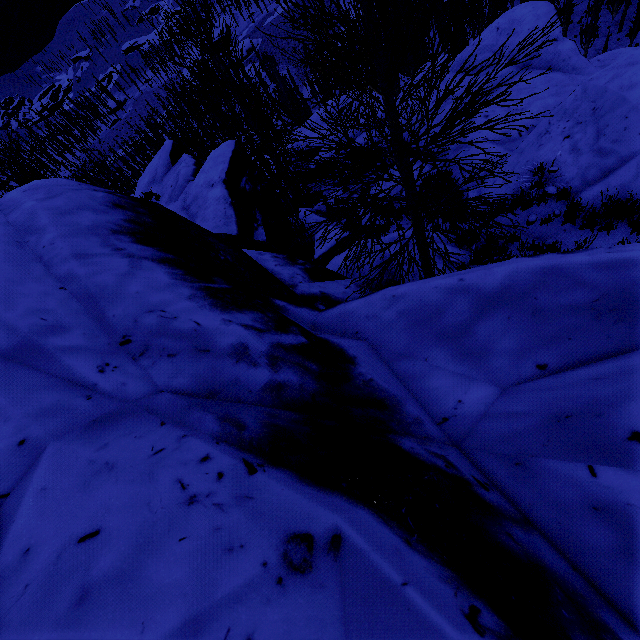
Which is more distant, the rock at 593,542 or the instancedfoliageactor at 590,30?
the instancedfoliageactor at 590,30

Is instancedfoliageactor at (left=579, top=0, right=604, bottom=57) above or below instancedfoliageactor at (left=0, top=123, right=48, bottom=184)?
below

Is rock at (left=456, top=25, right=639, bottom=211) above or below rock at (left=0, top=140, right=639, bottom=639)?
below

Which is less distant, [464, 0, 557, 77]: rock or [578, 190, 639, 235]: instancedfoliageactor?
[578, 190, 639, 235]: instancedfoliageactor

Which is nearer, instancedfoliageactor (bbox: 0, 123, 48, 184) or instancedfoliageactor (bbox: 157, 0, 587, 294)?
instancedfoliageactor (bbox: 157, 0, 587, 294)

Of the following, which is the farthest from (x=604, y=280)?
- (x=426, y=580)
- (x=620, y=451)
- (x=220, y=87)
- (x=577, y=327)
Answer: (x=220, y=87)

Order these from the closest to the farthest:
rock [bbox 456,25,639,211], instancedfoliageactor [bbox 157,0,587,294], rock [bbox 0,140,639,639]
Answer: rock [bbox 0,140,639,639] → instancedfoliageactor [bbox 157,0,587,294] → rock [bbox 456,25,639,211]

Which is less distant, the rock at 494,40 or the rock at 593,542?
the rock at 593,542
